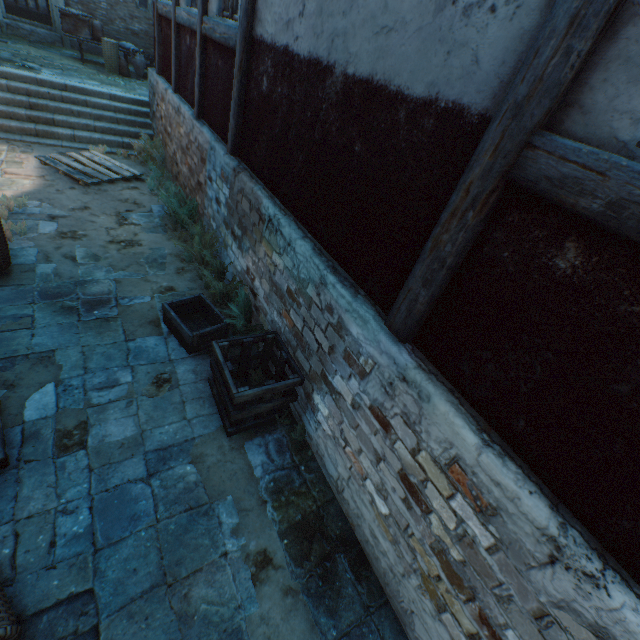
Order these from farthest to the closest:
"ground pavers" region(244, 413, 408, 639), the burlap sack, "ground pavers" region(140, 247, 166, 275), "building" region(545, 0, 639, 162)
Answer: the burlap sack < "ground pavers" region(140, 247, 166, 275) < "ground pavers" region(244, 413, 408, 639) < "building" region(545, 0, 639, 162)

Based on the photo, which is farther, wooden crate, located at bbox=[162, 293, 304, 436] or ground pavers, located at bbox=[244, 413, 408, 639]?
wooden crate, located at bbox=[162, 293, 304, 436]

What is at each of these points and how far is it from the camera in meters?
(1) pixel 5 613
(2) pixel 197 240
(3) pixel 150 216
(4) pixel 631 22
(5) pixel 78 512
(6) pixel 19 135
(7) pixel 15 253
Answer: (1) wicker basket, 2.0
(2) plants, 5.6
(3) ground pavers, 6.7
(4) building, 1.3
(5) ground pavers, 2.7
(6) stairs, 7.8
(7) ground pavers, 4.8

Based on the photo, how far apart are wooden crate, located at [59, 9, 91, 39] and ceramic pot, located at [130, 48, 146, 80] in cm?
119

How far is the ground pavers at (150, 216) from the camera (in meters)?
Answer: 6.30

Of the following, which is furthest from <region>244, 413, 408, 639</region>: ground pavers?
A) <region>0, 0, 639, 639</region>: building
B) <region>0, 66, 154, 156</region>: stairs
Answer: <region>0, 66, 154, 156</region>: stairs

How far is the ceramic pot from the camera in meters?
11.4 m
